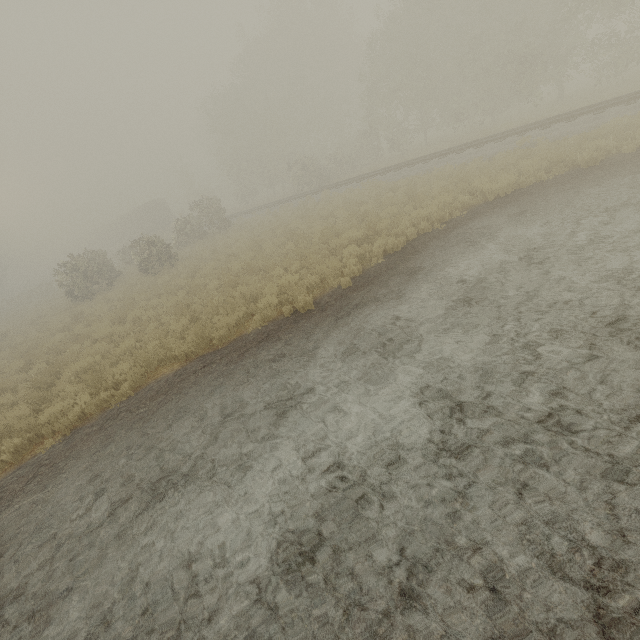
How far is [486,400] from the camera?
4.26m

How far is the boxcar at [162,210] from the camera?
44.28m

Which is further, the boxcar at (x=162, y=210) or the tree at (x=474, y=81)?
the boxcar at (x=162, y=210)

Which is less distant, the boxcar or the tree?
the tree

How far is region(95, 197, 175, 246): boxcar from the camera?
44.28m
